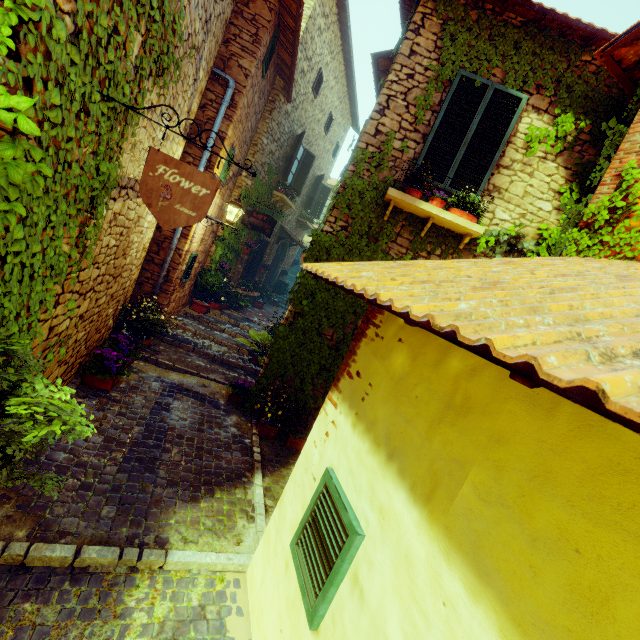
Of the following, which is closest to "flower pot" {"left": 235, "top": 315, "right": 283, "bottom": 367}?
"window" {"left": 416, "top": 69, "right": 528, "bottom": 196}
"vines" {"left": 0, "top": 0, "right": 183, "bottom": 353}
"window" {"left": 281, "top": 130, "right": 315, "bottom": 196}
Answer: "vines" {"left": 0, "top": 0, "right": 183, "bottom": 353}

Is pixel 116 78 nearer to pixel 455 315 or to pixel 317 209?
pixel 455 315

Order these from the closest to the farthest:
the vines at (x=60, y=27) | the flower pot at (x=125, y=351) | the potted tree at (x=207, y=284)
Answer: the vines at (x=60, y=27) → the flower pot at (x=125, y=351) → the potted tree at (x=207, y=284)

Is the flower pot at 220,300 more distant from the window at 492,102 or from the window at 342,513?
the window at 342,513

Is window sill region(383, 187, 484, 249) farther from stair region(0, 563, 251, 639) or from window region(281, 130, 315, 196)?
window region(281, 130, 315, 196)

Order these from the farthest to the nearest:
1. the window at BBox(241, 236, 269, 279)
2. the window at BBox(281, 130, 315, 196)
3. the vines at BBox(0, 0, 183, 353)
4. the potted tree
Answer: the window at BBox(241, 236, 269, 279) < the window at BBox(281, 130, 315, 196) < the potted tree < the vines at BBox(0, 0, 183, 353)

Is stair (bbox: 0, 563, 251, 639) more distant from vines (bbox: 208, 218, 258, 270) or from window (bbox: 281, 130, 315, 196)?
window (bbox: 281, 130, 315, 196)

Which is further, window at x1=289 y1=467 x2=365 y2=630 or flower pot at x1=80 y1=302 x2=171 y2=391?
flower pot at x1=80 y1=302 x2=171 y2=391
